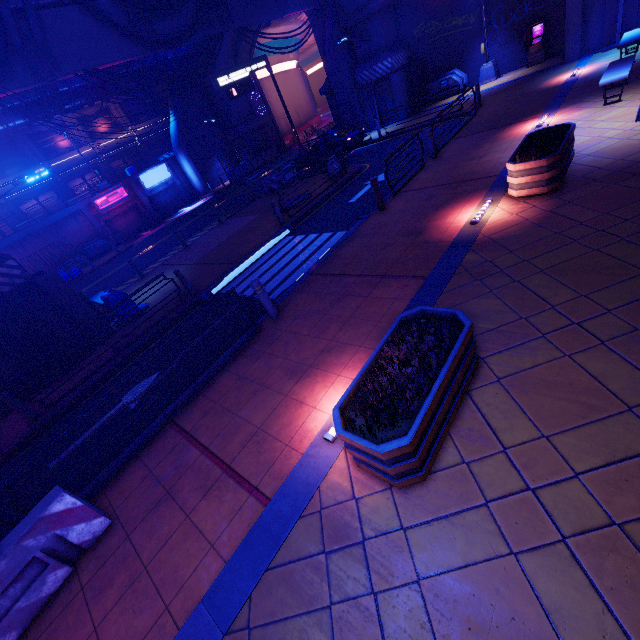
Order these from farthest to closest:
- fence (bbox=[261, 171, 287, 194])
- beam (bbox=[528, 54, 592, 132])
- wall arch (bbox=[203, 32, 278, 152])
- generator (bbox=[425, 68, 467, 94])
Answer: wall arch (bbox=[203, 32, 278, 152])
generator (bbox=[425, 68, 467, 94])
fence (bbox=[261, 171, 287, 194])
beam (bbox=[528, 54, 592, 132])

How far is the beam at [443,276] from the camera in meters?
6.1 m

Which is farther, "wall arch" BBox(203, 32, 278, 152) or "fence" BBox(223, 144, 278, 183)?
"fence" BBox(223, 144, 278, 183)

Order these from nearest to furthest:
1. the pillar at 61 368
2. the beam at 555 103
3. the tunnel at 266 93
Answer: the pillar at 61 368, the beam at 555 103, the tunnel at 266 93

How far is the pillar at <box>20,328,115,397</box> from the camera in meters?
10.3

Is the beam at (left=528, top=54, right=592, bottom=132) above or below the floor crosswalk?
above

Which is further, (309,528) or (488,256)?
(488,256)

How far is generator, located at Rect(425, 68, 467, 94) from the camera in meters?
21.1
